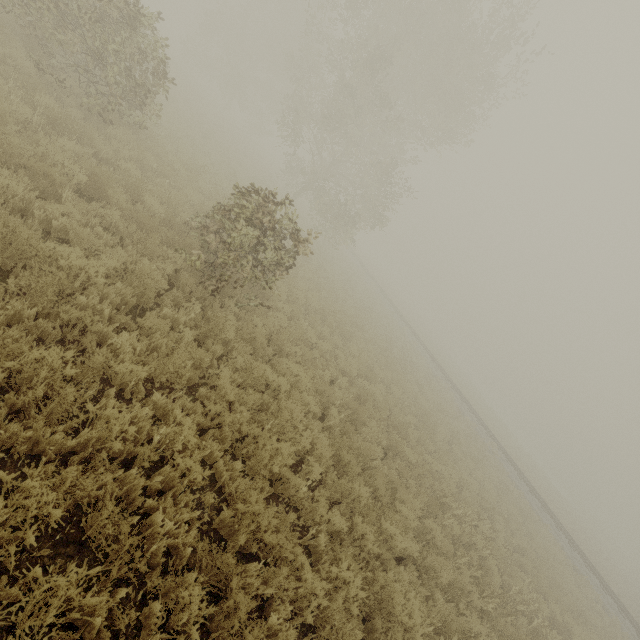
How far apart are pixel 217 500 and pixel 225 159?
20.92m
